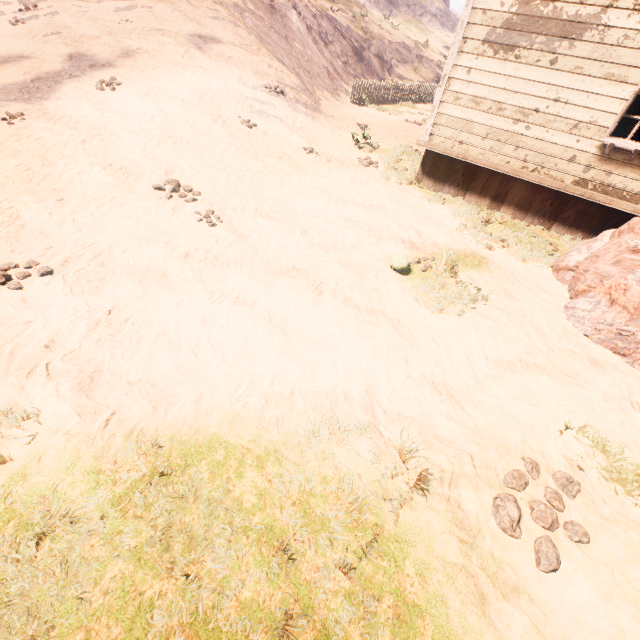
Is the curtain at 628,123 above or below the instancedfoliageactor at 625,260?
above

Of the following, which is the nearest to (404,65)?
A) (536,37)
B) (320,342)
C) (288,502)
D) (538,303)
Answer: (536,37)

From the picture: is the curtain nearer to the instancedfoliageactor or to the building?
the building

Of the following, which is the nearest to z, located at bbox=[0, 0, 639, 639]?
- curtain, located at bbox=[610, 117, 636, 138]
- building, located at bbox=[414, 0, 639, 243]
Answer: building, located at bbox=[414, 0, 639, 243]

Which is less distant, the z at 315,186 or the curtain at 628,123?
the z at 315,186

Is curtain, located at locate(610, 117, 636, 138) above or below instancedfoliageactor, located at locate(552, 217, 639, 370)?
above

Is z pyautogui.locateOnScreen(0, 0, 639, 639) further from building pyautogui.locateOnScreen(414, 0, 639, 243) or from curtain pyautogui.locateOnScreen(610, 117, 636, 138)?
curtain pyautogui.locateOnScreen(610, 117, 636, 138)

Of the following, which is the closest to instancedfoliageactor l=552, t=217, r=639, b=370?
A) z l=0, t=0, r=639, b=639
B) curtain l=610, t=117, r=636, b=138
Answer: z l=0, t=0, r=639, b=639
